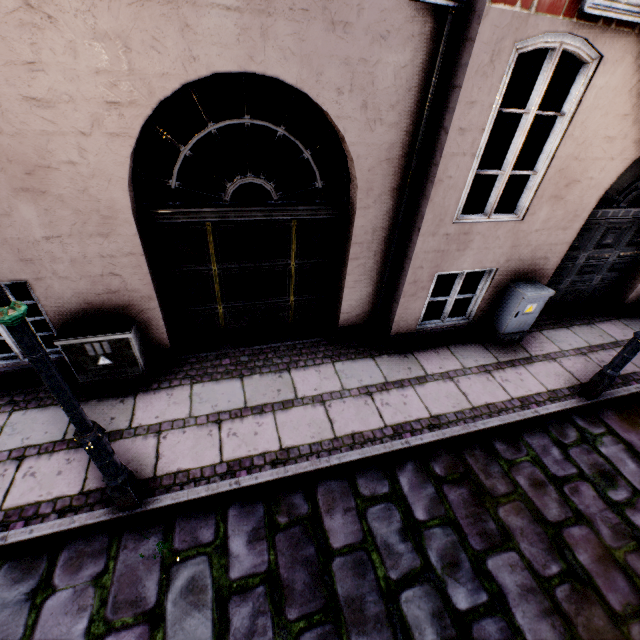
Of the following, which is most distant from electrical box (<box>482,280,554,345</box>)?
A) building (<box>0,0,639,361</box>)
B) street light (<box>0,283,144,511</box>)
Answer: street light (<box>0,283,144,511</box>)

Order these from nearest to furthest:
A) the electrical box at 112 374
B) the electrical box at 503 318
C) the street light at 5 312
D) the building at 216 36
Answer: the street light at 5 312, the building at 216 36, the electrical box at 112 374, the electrical box at 503 318

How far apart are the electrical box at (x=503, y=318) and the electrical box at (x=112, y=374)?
5.4 meters

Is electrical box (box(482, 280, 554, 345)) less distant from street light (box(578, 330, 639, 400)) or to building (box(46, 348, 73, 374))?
building (box(46, 348, 73, 374))

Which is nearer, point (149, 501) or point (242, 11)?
point (242, 11)

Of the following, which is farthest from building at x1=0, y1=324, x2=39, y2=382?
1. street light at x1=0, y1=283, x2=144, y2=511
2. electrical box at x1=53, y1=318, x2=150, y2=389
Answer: street light at x1=0, y1=283, x2=144, y2=511

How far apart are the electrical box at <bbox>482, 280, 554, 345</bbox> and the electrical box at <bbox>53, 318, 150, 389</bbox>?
5.37m
